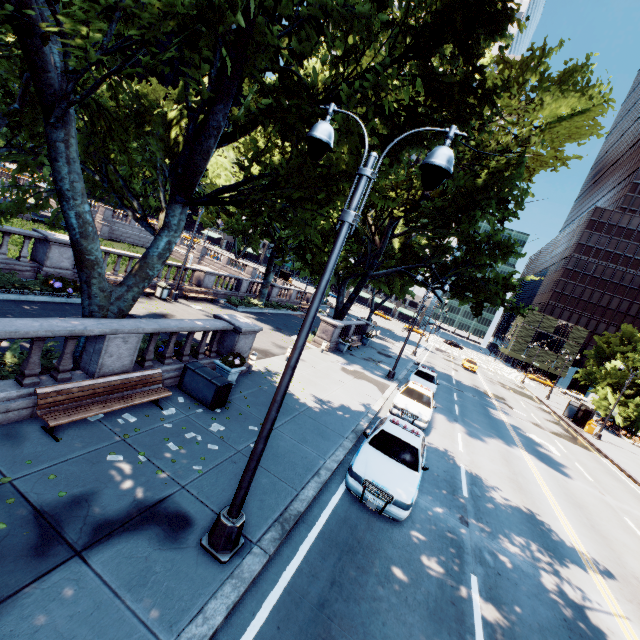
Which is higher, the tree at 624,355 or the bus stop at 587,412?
the tree at 624,355

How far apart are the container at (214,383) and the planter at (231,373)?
0.7 meters

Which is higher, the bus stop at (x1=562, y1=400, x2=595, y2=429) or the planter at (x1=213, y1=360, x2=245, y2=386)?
the bus stop at (x1=562, y1=400, x2=595, y2=429)

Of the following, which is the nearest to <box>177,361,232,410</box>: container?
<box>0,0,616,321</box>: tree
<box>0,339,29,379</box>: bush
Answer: <box>0,0,616,321</box>: tree

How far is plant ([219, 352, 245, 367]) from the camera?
11.14m

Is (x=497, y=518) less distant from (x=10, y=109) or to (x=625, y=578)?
(x=625, y=578)

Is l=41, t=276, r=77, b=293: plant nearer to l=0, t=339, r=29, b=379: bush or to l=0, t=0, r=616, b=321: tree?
l=0, t=0, r=616, b=321: tree

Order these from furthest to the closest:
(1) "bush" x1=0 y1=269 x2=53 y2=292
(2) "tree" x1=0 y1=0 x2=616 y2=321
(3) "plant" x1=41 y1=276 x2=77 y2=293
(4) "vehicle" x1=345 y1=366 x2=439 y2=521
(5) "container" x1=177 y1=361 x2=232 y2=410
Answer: (3) "plant" x1=41 y1=276 x2=77 y2=293
(1) "bush" x1=0 y1=269 x2=53 y2=292
(5) "container" x1=177 y1=361 x2=232 y2=410
(4) "vehicle" x1=345 y1=366 x2=439 y2=521
(2) "tree" x1=0 y1=0 x2=616 y2=321
